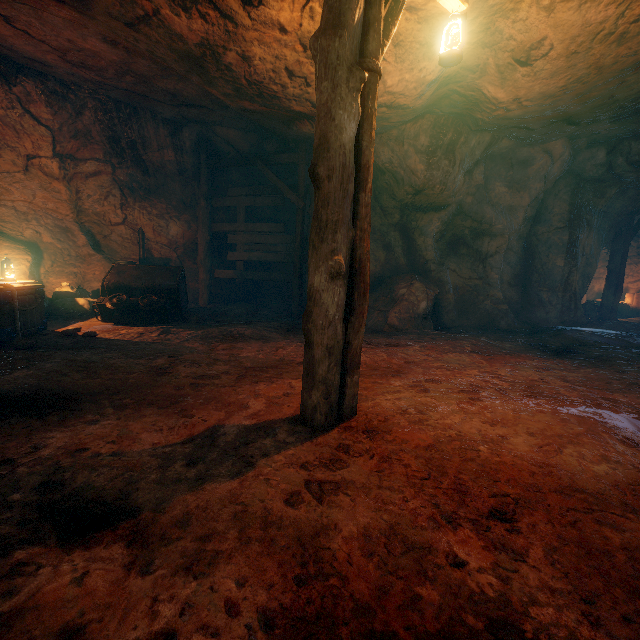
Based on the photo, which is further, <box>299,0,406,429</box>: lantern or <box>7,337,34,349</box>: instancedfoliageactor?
<box>7,337,34,349</box>: instancedfoliageactor

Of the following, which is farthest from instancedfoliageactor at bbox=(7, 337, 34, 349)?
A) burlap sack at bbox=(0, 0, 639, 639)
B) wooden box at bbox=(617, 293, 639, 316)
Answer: wooden box at bbox=(617, 293, 639, 316)

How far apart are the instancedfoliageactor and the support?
4.75m

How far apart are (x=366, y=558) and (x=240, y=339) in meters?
4.8

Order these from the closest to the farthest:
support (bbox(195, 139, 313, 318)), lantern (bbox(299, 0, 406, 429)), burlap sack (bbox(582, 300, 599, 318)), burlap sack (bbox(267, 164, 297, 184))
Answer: lantern (bbox(299, 0, 406, 429)) → support (bbox(195, 139, 313, 318)) → burlap sack (bbox(267, 164, 297, 184)) → burlap sack (bbox(582, 300, 599, 318))

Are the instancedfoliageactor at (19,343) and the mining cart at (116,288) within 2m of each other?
yes

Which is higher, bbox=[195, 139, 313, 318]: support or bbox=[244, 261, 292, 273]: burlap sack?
bbox=[244, 261, 292, 273]: burlap sack

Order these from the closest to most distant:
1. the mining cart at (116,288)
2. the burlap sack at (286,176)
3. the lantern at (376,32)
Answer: the lantern at (376,32) < the mining cart at (116,288) < the burlap sack at (286,176)
